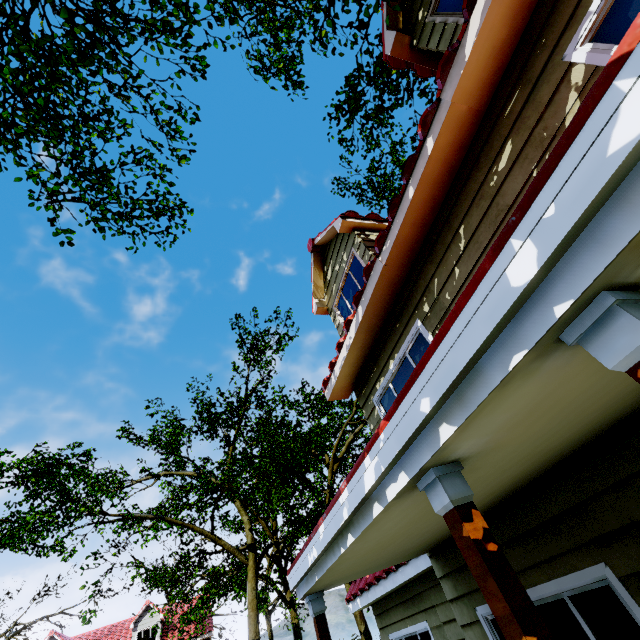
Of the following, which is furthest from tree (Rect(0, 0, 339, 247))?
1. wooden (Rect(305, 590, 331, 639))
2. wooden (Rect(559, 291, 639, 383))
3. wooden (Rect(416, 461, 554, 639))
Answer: wooden (Rect(305, 590, 331, 639))

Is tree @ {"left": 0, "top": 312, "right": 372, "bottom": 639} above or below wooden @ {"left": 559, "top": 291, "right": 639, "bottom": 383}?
above

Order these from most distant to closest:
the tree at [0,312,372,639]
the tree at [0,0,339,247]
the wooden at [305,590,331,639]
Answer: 1. the tree at [0,312,372,639]
2. the tree at [0,0,339,247]
3. the wooden at [305,590,331,639]

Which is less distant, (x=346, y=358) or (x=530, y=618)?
(x=530, y=618)

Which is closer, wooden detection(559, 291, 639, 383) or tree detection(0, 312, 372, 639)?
wooden detection(559, 291, 639, 383)

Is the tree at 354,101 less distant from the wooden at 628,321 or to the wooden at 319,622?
the wooden at 628,321

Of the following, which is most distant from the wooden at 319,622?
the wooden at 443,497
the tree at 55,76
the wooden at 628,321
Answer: the tree at 55,76
